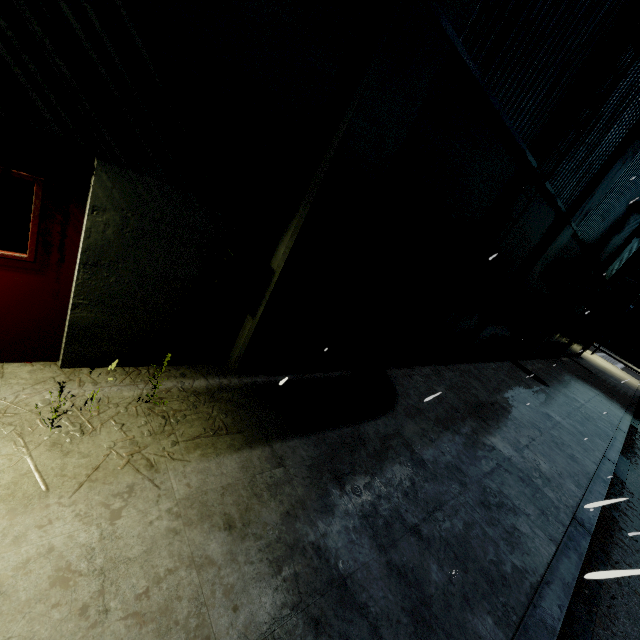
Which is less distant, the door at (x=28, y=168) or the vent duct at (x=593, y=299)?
the door at (x=28, y=168)

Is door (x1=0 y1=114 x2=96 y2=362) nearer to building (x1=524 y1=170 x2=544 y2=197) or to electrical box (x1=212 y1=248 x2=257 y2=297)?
building (x1=524 y1=170 x2=544 y2=197)

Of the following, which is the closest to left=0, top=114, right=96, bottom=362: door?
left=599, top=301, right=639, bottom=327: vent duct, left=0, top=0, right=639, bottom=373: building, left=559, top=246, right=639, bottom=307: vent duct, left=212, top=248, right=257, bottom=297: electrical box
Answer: left=0, top=0, right=639, bottom=373: building

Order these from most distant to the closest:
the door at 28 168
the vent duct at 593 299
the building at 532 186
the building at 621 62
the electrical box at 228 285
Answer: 1. the vent duct at 593 299
2. the building at 532 186
3. the building at 621 62
4. the electrical box at 228 285
5. the door at 28 168

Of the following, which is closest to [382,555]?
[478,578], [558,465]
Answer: [478,578]

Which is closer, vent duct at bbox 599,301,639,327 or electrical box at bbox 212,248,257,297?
electrical box at bbox 212,248,257,297

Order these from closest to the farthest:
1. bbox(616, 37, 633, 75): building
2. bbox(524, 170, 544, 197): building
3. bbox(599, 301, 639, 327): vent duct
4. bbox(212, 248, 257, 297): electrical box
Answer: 1. bbox(212, 248, 257, 297): electrical box
2. bbox(616, 37, 633, 75): building
3. bbox(524, 170, 544, 197): building
4. bbox(599, 301, 639, 327): vent duct

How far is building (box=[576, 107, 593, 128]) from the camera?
6.2 meters
